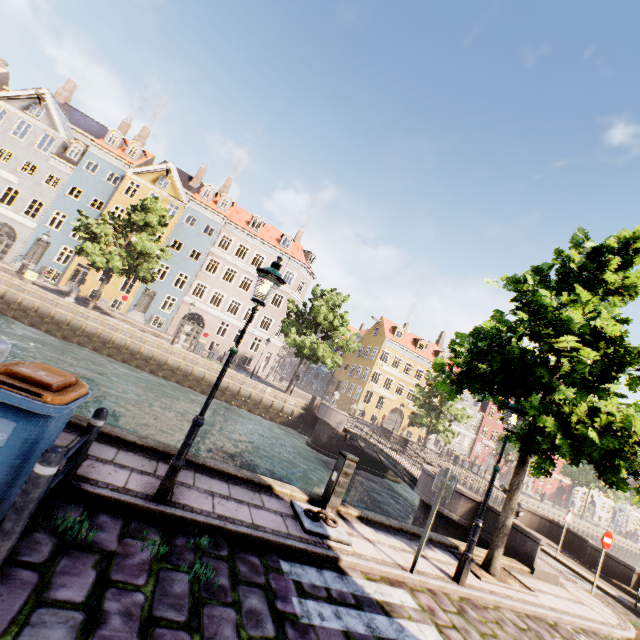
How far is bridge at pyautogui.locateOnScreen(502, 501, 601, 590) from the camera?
9.40m

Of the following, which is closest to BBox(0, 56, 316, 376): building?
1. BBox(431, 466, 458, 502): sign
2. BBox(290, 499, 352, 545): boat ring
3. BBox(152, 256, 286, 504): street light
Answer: BBox(152, 256, 286, 504): street light

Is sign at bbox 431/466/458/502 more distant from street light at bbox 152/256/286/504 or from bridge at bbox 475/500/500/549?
bridge at bbox 475/500/500/549

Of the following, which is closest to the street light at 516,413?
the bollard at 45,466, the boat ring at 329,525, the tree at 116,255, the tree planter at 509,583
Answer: the tree at 116,255

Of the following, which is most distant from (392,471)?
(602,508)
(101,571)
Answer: (602,508)

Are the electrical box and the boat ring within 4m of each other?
yes

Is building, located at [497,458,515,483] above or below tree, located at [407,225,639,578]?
below

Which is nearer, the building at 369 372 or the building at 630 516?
the building at 369 372
